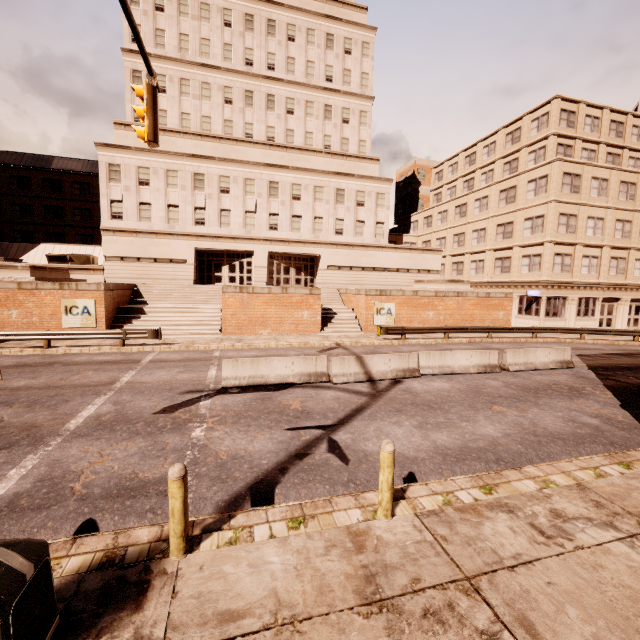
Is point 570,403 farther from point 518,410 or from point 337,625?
point 337,625

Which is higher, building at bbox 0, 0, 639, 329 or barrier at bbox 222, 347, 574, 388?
building at bbox 0, 0, 639, 329

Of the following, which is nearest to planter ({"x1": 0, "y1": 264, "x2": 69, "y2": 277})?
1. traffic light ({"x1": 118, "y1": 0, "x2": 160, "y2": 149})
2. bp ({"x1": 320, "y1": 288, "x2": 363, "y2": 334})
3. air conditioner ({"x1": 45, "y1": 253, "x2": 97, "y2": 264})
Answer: air conditioner ({"x1": 45, "y1": 253, "x2": 97, "y2": 264})

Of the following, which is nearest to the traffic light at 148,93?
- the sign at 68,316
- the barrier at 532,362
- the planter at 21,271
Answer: the barrier at 532,362

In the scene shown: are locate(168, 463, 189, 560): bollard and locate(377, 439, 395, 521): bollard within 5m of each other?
yes

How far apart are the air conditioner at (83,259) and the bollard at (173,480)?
33.01m

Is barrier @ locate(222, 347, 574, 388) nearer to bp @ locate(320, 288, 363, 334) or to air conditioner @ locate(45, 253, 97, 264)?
bp @ locate(320, 288, 363, 334)

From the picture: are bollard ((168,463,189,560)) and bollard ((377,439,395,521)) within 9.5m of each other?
yes
